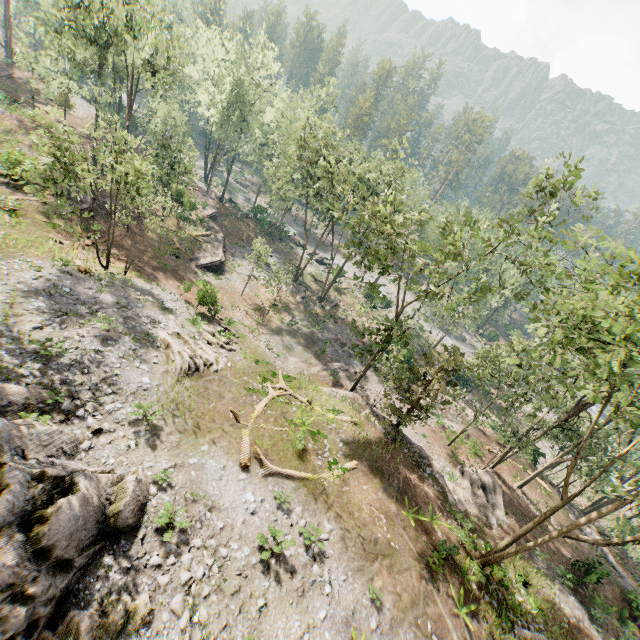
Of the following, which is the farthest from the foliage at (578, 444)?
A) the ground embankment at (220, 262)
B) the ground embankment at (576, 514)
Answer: the ground embankment at (220, 262)

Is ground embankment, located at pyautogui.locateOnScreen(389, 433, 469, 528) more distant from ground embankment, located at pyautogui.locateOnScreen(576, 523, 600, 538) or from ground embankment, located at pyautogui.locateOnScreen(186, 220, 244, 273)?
ground embankment, located at pyautogui.locateOnScreen(186, 220, 244, 273)

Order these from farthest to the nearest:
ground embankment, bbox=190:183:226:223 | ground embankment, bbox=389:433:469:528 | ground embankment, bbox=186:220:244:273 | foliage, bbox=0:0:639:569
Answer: ground embankment, bbox=190:183:226:223, ground embankment, bbox=186:220:244:273, ground embankment, bbox=389:433:469:528, foliage, bbox=0:0:639:569

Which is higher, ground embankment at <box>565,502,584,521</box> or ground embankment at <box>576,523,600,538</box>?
ground embankment at <box>576,523,600,538</box>

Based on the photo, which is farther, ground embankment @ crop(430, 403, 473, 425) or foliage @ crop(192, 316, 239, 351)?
ground embankment @ crop(430, 403, 473, 425)

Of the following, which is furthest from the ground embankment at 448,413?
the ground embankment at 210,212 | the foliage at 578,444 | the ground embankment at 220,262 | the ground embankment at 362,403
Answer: the ground embankment at 210,212

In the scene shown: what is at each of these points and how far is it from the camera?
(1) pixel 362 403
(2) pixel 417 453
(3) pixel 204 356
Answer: (1) ground embankment, 25.22m
(2) ground embankment, 23.08m
(3) foliage, 19.81m
